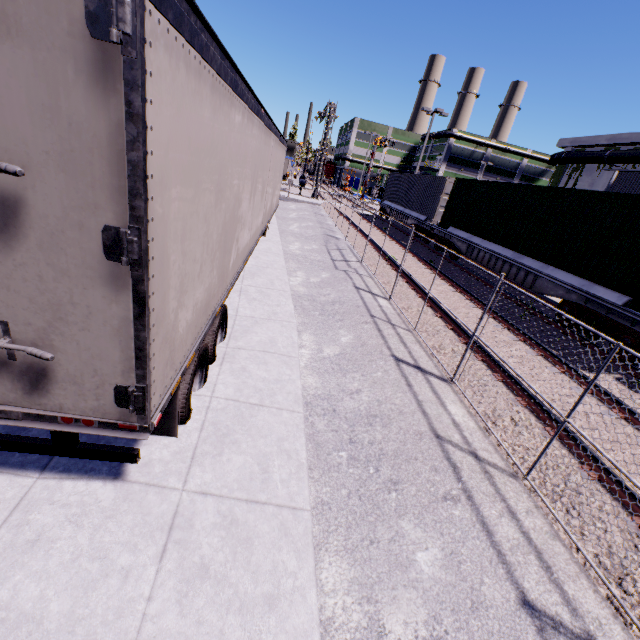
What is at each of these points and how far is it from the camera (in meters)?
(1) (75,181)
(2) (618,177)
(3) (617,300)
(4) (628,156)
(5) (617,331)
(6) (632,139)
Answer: (1) semi trailer door, 1.69
(2) building, 18.44
(3) flatcar, 8.28
(4) pipe, 24.53
(5) bogie, 8.29
(6) building, 25.05

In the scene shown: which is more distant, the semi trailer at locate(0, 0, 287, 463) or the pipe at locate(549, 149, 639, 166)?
the pipe at locate(549, 149, 639, 166)

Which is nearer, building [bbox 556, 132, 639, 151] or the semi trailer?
the semi trailer

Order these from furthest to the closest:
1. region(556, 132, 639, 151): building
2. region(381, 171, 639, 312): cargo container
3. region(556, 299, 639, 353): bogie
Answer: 1. region(556, 132, 639, 151): building
2. region(381, 171, 639, 312): cargo container
3. region(556, 299, 639, 353): bogie

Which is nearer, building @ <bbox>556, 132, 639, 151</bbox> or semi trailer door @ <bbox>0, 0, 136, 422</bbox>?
semi trailer door @ <bbox>0, 0, 136, 422</bbox>

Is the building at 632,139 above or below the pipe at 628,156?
above

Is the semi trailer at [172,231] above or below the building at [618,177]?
below
